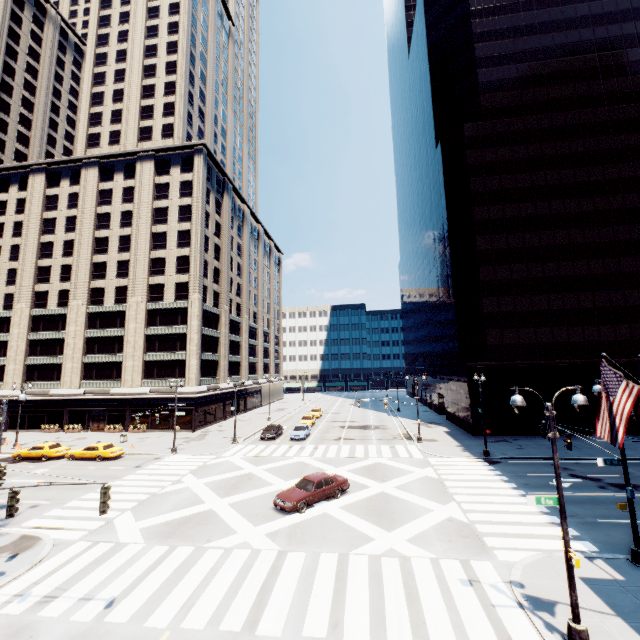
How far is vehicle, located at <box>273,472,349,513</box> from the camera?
18.67m

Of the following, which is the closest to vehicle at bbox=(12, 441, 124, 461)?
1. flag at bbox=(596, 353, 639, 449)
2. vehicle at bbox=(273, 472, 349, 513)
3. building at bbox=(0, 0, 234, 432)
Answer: building at bbox=(0, 0, 234, 432)

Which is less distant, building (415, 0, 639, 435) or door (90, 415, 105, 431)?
building (415, 0, 639, 435)

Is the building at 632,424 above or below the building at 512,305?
below

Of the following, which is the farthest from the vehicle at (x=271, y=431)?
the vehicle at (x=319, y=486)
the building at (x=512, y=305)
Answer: the building at (x=512, y=305)

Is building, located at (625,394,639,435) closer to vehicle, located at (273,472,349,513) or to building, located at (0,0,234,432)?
vehicle, located at (273,472,349,513)

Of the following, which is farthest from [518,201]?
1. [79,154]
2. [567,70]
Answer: [79,154]

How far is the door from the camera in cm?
A: 4656
